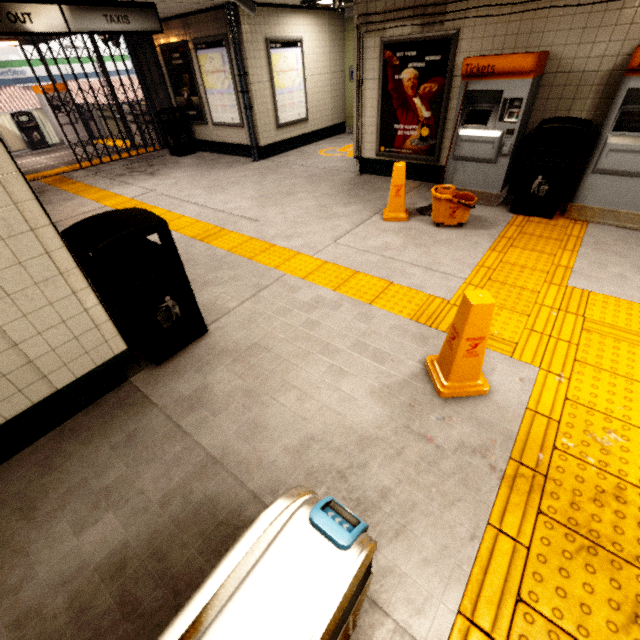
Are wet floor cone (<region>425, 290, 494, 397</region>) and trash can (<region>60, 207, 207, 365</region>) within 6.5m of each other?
yes

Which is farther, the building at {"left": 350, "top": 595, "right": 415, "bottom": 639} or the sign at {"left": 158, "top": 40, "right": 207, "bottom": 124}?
the sign at {"left": 158, "top": 40, "right": 207, "bottom": 124}

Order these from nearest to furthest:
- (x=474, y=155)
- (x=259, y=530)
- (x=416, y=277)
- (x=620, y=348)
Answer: (x=259, y=530) → (x=620, y=348) → (x=416, y=277) → (x=474, y=155)

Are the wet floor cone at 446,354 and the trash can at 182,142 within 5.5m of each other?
no

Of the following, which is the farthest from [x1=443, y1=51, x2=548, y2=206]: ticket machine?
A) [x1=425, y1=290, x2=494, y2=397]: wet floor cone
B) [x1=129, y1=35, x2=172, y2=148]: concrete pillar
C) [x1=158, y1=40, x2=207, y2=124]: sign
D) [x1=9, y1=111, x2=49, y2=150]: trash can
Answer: [x1=9, y1=111, x2=49, y2=150]: trash can

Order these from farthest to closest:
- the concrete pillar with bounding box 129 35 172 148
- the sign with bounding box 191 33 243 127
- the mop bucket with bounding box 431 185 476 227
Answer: the concrete pillar with bounding box 129 35 172 148, the sign with bounding box 191 33 243 127, the mop bucket with bounding box 431 185 476 227

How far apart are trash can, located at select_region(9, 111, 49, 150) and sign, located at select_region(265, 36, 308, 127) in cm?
1006

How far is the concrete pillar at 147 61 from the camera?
8.6m
